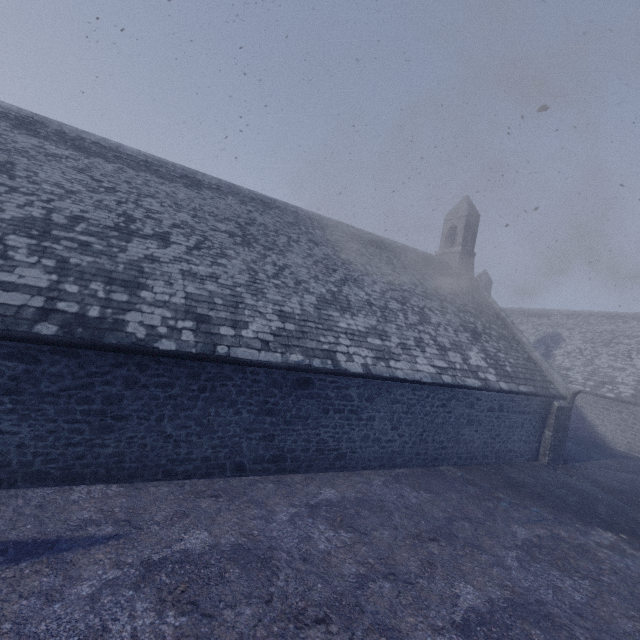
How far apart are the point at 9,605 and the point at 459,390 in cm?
1123
